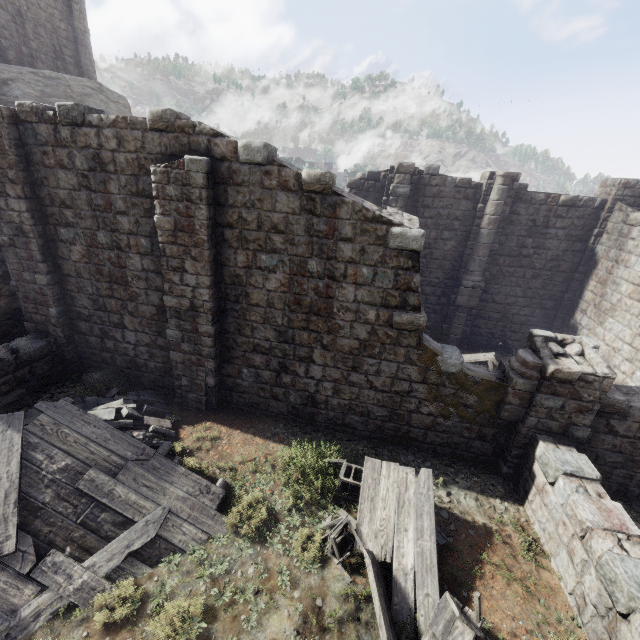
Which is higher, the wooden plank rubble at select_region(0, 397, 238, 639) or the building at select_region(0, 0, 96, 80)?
the building at select_region(0, 0, 96, 80)

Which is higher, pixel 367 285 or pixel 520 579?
pixel 367 285

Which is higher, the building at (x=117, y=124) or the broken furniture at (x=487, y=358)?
the building at (x=117, y=124)

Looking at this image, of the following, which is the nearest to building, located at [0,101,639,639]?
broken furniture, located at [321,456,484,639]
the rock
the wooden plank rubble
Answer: the rock

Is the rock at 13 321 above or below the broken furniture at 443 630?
above

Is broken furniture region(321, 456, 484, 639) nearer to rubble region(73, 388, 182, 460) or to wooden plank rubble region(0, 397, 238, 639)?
wooden plank rubble region(0, 397, 238, 639)

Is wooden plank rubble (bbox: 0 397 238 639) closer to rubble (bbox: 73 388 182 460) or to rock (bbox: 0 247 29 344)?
rubble (bbox: 73 388 182 460)

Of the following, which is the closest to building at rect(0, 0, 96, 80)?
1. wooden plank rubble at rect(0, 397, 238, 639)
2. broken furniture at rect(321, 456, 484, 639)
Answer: broken furniture at rect(321, 456, 484, 639)
